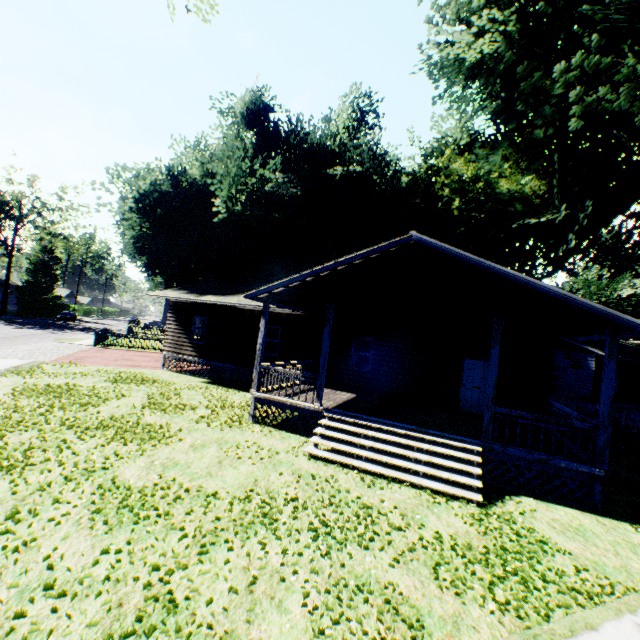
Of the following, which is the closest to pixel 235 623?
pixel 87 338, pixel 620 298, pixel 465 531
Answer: pixel 465 531

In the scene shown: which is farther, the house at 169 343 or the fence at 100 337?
the fence at 100 337

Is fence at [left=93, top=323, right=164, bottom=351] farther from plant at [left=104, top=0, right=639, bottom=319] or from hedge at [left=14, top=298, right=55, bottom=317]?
hedge at [left=14, top=298, right=55, bottom=317]

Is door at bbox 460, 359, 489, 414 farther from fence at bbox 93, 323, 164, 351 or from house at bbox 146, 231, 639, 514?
fence at bbox 93, 323, 164, 351

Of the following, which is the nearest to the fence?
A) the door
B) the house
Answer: the house

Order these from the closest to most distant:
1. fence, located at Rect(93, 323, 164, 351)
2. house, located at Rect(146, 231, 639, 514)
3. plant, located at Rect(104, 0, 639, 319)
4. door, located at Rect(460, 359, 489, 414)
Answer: house, located at Rect(146, 231, 639, 514), door, located at Rect(460, 359, 489, 414), plant, located at Rect(104, 0, 639, 319), fence, located at Rect(93, 323, 164, 351)

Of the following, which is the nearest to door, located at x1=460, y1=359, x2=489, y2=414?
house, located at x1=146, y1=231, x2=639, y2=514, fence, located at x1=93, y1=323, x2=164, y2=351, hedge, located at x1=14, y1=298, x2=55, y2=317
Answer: house, located at x1=146, y1=231, x2=639, y2=514

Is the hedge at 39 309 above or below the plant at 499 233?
below
